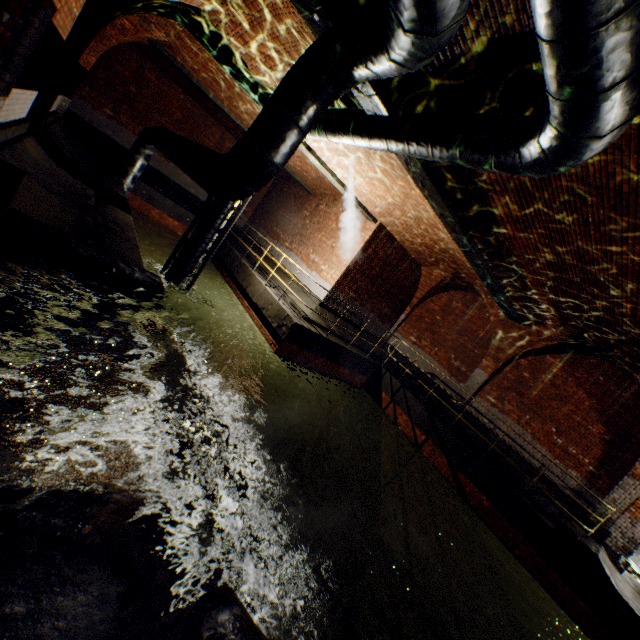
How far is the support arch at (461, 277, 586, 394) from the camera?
10.34m

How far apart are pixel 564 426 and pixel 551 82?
11.3 meters

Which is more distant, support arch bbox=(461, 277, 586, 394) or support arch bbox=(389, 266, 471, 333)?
support arch bbox=(389, 266, 471, 333)

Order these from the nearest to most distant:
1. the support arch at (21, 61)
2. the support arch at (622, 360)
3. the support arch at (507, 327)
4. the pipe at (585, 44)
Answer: the pipe at (585, 44) → the support arch at (21, 61) → the support arch at (622, 360) → the support arch at (507, 327)

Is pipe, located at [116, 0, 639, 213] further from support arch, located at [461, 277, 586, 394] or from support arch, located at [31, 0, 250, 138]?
support arch, located at [461, 277, 586, 394]

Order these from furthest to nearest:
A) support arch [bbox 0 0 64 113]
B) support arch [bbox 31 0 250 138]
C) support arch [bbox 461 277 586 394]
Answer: support arch [bbox 461 277 586 394]
support arch [bbox 31 0 250 138]
support arch [bbox 0 0 64 113]

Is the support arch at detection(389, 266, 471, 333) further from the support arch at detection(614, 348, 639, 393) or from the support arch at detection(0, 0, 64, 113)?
the support arch at detection(0, 0, 64, 113)

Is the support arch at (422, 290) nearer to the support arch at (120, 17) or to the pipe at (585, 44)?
the pipe at (585, 44)
